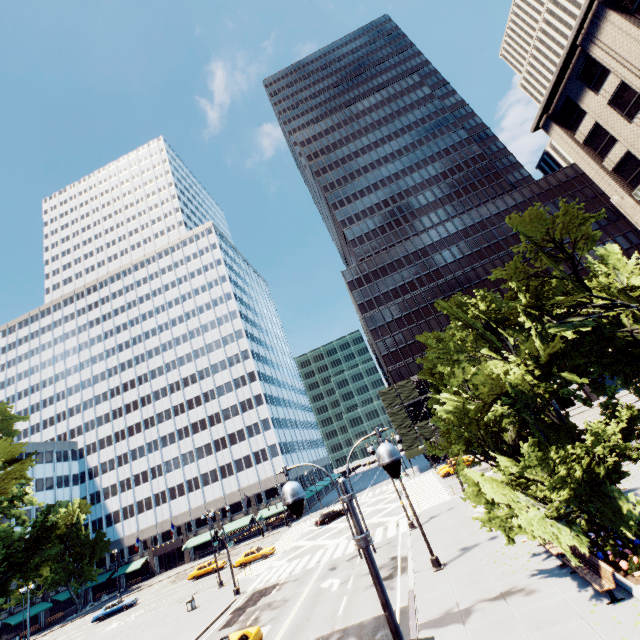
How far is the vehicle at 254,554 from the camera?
39.28m

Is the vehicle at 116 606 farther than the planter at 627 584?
Yes

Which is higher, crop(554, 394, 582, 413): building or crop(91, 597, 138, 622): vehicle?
crop(554, 394, 582, 413): building

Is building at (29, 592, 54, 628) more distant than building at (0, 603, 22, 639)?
Answer: Yes

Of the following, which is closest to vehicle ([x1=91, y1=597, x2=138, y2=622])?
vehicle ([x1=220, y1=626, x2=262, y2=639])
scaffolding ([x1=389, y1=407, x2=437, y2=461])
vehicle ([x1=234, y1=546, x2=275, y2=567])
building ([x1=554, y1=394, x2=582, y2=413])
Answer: vehicle ([x1=234, y1=546, x2=275, y2=567])

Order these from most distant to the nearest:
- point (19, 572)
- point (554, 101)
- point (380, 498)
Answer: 1. point (380, 498)
2. point (554, 101)
3. point (19, 572)

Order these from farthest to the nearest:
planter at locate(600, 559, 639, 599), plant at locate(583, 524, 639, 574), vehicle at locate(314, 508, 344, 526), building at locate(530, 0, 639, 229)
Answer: vehicle at locate(314, 508, 344, 526)
building at locate(530, 0, 639, 229)
plant at locate(583, 524, 639, 574)
planter at locate(600, 559, 639, 599)

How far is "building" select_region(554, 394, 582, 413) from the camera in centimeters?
5675cm
